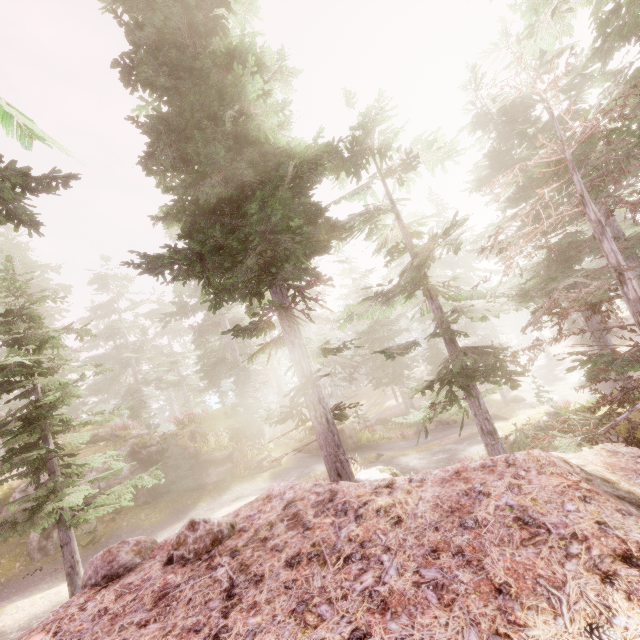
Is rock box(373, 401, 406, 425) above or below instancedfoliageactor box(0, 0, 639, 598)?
below

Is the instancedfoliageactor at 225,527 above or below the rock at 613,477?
above

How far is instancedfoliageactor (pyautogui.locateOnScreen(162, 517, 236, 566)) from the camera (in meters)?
3.32

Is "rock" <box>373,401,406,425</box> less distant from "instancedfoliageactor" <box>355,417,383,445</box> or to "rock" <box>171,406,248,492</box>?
"instancedfoliageactor" <box>355,417,383,445</box>

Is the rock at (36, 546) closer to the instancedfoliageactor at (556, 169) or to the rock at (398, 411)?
the instancedfoliageactor at (556, 169)

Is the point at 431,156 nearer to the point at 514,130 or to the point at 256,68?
the point at 256,68

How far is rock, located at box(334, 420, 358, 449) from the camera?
22.2m
